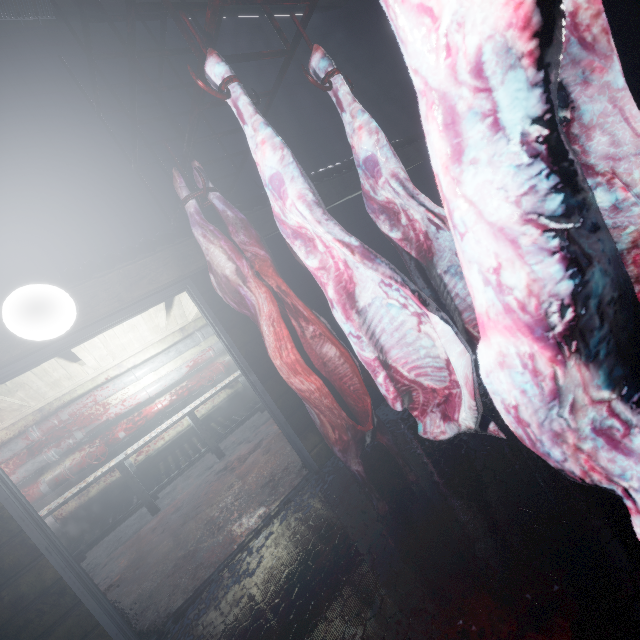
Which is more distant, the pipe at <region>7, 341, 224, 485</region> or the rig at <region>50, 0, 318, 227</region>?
the pipe at <region>7, 341, 224, 485</region>

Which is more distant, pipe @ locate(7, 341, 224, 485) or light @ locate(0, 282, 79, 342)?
pipe @ locate(7, 341, 224, 485)

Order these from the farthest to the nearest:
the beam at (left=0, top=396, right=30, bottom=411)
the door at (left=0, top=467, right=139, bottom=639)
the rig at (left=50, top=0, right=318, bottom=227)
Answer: the beam at (left=0, top=396, right=30, bottom=411) < the door at (left=0, top=467, right=139, bottom=639) < the rig at (left=50, top=0, right=318, bottom=227)

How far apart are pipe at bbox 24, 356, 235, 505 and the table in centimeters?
8cm

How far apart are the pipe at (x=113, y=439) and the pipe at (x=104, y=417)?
0.11m

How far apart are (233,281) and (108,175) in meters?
1.8 m

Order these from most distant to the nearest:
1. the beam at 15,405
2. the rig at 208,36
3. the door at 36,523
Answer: the beam at 15,405
the door at 36,523
the rig at 208,36

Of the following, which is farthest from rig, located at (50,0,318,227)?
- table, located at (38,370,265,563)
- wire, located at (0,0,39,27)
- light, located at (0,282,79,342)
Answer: table, located at (38,370,265,563)
